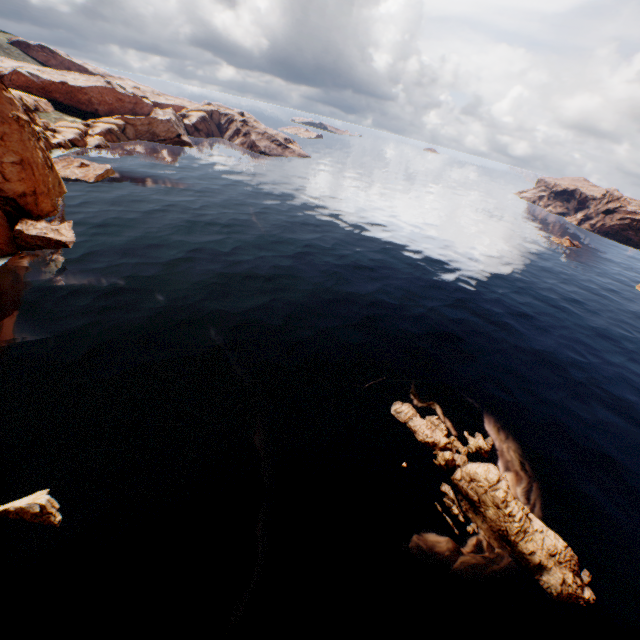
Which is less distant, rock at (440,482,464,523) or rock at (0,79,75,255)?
rock at (440,482,464,523)

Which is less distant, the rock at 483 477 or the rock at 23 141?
the rock at 483 477

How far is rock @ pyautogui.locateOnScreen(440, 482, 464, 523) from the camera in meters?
23.6 m

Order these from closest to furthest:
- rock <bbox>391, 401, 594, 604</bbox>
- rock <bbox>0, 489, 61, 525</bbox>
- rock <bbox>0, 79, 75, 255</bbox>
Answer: rock <bbox>0, 489, 61, 525</bbox> → rock <bbox>391, 401, 594, 604</bbox> → rock <bbox>0, 79, 75, 255</bbox>

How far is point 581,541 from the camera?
24.23m

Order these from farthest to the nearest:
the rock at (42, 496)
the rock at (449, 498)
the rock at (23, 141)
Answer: the rock at (23, 141)
the rock at (449, 498)
the rock at (42, 496)
